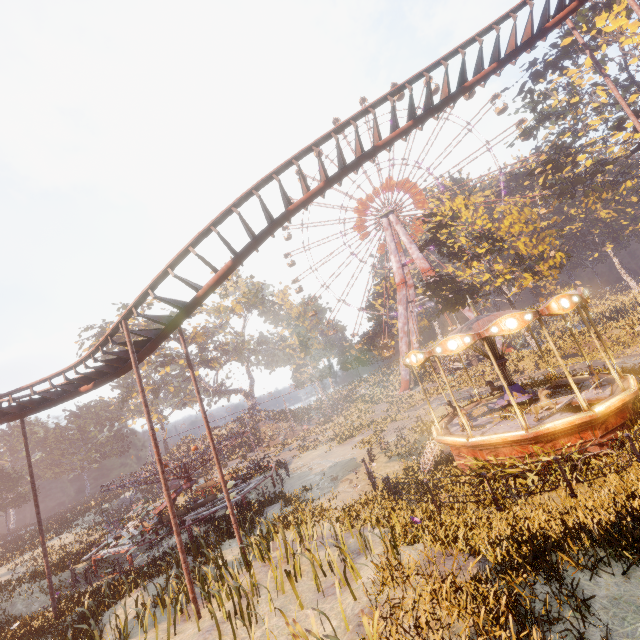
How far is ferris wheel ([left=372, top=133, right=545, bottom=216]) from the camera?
45.03m

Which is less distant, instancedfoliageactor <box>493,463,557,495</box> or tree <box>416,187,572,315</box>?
instancedfoliageactor <box>493,463,557,495</box>

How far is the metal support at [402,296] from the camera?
47.7 meters

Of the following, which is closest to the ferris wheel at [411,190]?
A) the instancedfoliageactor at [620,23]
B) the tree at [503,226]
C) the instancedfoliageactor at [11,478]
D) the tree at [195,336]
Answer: the instancedfoliageactor at [620,23]

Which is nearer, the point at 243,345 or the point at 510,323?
the point at 510,323

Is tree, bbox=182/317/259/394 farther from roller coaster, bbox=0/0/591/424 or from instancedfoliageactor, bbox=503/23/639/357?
instancedfoliageactor, bbox=503/23/639/357

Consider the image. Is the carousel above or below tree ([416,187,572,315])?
below

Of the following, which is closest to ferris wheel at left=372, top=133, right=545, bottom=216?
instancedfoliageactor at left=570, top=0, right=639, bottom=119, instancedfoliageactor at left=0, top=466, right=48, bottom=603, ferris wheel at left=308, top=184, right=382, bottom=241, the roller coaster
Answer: ferris wheel at left=308, top=184, right=382, bottom=241
